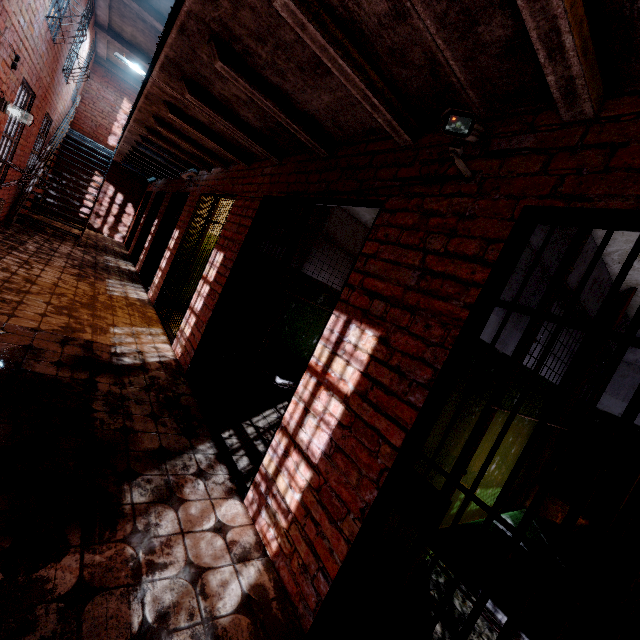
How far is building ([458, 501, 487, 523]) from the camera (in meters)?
2.83

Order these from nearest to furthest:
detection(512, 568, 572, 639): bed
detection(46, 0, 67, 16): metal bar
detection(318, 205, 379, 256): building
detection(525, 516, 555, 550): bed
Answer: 1. detection(512, 568, 572, 639): bed
2. detection(525, 516, 555, 550): bed
3. detection(318, 205, 379, 256): building
4. detection(46, 0, 67, 16): metal bar

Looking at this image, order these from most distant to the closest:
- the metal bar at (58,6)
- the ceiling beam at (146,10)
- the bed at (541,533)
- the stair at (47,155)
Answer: the stair at (47,155) < the ceiling beam at (146,10) < the metal bar at (58,6) < the bed at (541,533)

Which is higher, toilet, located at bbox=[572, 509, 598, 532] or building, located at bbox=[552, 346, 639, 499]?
building, located at bbox=[552, 346, 639, 499]

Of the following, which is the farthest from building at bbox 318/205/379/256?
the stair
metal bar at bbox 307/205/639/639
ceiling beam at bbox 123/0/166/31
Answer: ceiling beam at bbox 123/0/166/31

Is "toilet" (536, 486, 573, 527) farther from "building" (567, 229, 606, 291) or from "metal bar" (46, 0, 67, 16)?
"metal bar" (46, 0, 67, 16)

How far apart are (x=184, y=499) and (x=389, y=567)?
1.55m

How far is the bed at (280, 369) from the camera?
3.86m
